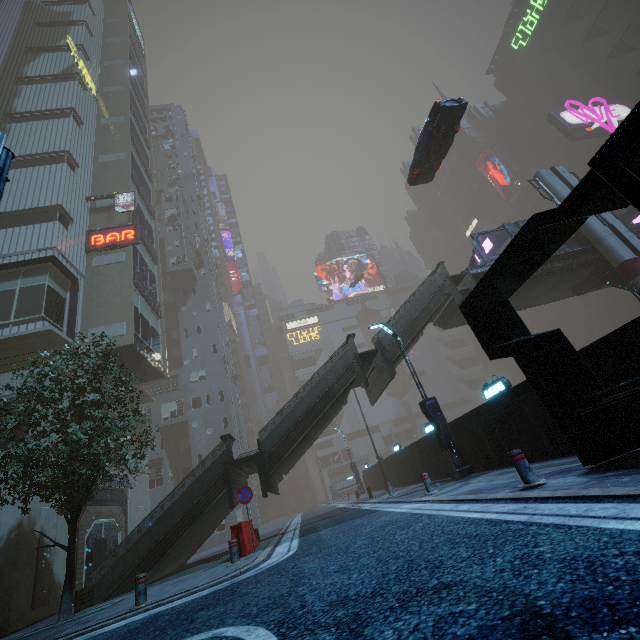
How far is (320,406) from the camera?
14.59m

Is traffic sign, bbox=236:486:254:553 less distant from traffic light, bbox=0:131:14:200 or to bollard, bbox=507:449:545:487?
bollard, bbox=507:449:545:487

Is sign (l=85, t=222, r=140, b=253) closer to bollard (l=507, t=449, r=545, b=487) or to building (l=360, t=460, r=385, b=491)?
building (l=360, t=460, r=385, b=491)

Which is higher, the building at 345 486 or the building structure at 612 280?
the building structure at 612 280

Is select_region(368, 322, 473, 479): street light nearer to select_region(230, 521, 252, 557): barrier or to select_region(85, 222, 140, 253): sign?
select_region(230, 521, 252, 557): barrier

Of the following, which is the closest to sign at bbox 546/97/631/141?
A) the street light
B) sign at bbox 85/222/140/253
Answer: the street light

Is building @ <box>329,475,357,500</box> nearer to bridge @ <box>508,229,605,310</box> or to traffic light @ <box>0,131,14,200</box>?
traffic light @ <box>0,131,14,200</box>

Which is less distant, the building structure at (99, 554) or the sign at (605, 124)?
the building structure at (99, 554)
